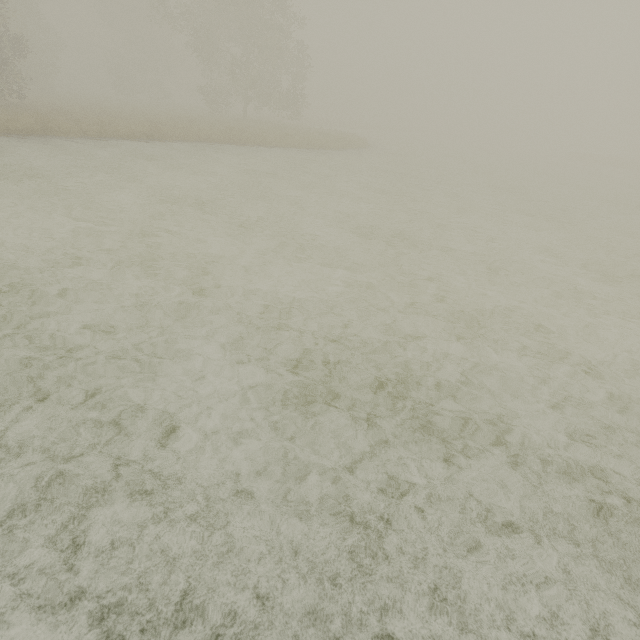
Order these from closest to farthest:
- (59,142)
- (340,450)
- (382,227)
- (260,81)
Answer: (340,450)
(382,227)
(59,142)
(260,81)
